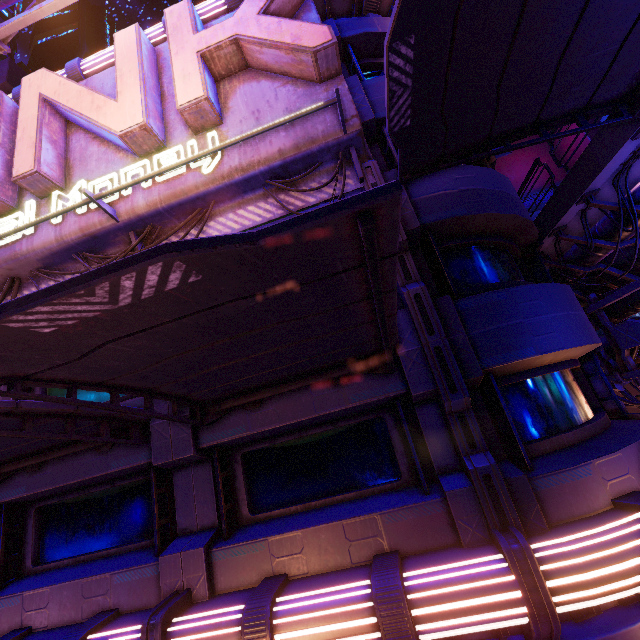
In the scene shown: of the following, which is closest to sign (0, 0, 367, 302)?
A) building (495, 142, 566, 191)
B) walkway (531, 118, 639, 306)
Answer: walkway (531, 118, 639, 306)

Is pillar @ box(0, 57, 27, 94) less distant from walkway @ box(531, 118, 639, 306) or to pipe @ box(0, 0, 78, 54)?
pipe @ box(0, 0, 78, 54)

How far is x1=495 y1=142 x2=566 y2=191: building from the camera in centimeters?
3952cm

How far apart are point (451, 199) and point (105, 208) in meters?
7.1 m

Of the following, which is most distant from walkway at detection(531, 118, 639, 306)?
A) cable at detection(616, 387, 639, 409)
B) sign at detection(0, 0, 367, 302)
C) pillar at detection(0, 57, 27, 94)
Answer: pillar at detection(0, 57, 27, 94)

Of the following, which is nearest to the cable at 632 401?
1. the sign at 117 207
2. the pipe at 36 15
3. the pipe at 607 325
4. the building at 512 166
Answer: the pipe at 607 325

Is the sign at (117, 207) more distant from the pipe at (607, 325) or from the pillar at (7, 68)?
the pipe at (607, 325)

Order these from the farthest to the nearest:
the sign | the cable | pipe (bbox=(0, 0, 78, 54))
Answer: the cable → pipe (bbox=(0, 0, 78, 54)) → the sign
